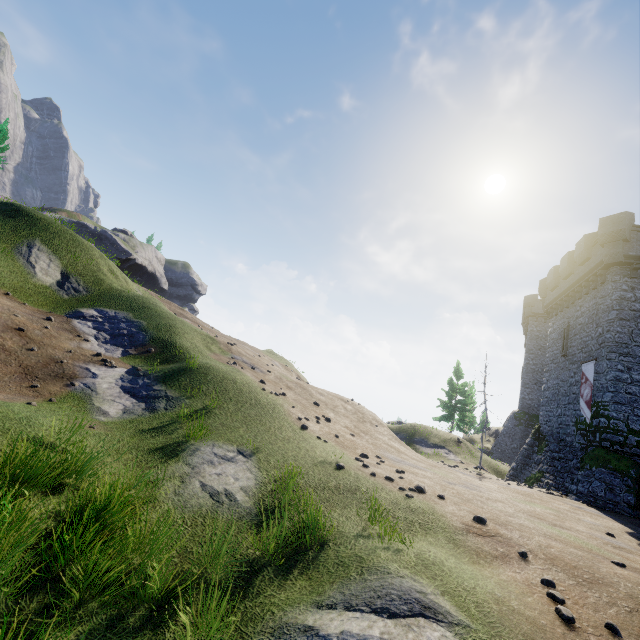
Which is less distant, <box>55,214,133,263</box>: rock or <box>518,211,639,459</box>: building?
<box>518,211,639,459</box>: building

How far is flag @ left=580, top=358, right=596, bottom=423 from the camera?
19.45m

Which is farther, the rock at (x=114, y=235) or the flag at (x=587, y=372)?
the rock at (x=114, y=235)

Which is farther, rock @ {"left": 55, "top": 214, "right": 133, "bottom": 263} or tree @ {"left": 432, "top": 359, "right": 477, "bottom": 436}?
rock @ {"left": 55, "top": 214, "right": 133, "bottom": 263}

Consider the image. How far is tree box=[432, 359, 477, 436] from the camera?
43.1 meters

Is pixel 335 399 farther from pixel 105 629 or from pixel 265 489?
pixel 105 629

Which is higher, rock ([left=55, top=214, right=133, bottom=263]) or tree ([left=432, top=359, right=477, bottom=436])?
rock ([left=55, top=214, right=133, bottom=263])

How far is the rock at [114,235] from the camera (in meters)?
55.84
